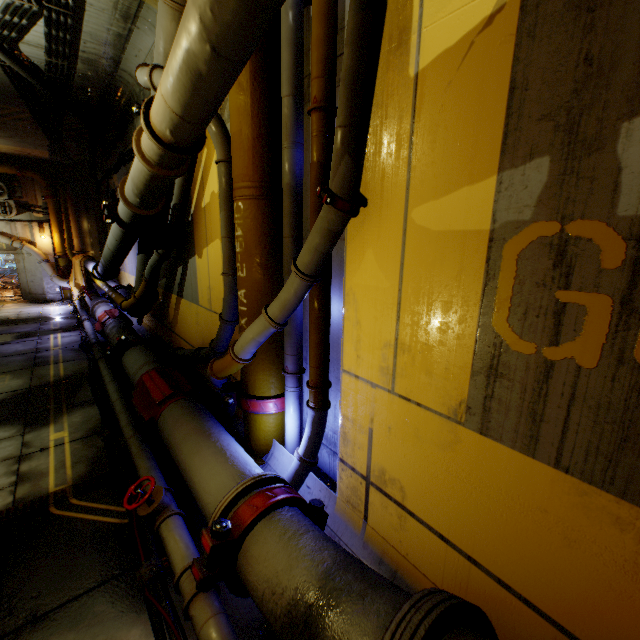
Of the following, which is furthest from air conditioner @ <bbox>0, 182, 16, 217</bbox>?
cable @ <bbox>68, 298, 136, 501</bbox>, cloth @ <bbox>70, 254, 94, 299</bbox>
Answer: cable @ <bbox>68, 298, 136, 501</bbox>

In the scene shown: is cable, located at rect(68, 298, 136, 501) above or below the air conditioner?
below

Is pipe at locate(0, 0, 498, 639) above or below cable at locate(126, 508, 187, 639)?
above

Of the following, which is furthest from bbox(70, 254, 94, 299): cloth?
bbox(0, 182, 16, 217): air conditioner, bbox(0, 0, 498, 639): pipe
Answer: bbox(0, 182, 16, 217): air conditioner

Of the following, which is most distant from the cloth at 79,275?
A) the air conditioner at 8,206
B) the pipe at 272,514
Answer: the air conditioner at 8,206

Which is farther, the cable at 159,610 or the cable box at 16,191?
the cable box at 16,191

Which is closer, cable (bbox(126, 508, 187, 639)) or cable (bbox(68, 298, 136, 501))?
cable (bbox(126, 508, 187, 639))

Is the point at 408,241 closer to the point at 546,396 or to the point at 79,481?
the point at 546,396
